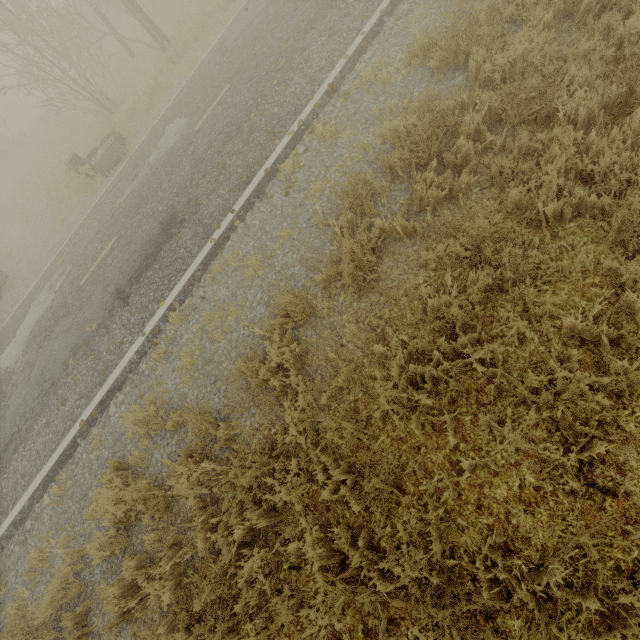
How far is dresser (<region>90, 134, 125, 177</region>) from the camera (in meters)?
11.05

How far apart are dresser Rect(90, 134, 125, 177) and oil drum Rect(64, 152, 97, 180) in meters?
0.5

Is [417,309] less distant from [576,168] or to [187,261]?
[576,168]

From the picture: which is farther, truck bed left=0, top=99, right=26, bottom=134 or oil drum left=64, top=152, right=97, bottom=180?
truck bed left=0, top=99, right=26, bottom=134

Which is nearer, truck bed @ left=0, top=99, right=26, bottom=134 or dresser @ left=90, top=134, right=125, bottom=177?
dresser @ left=90, top=134, right=125, bottom=177

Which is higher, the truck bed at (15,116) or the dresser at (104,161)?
the truck bed at (15,116)

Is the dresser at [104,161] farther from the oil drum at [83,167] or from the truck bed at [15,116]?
the truck bed at [15,116]

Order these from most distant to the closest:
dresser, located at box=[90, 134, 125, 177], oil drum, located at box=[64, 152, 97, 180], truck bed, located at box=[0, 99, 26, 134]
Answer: truck bed, located at box=[0, 99, 26, 134]
oil drum, located at box=[64, 152, 97, 180]
dresser, located at box=[90, 134, 125, 177]
